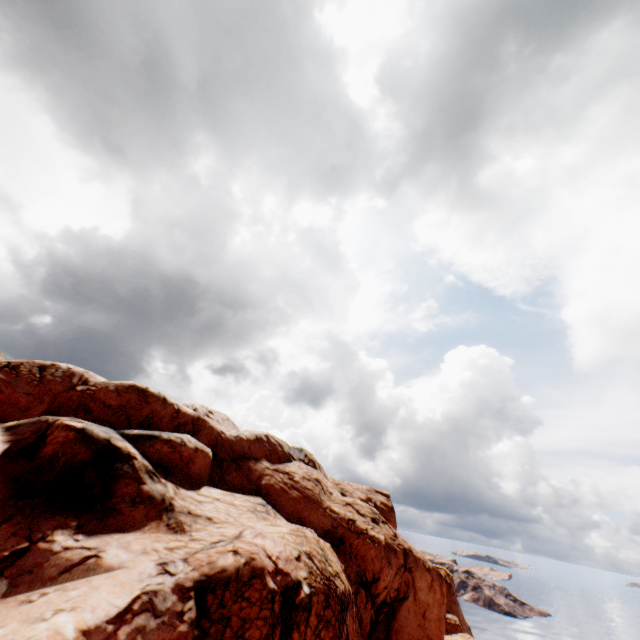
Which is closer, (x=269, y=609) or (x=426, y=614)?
(x=269, y=609)
